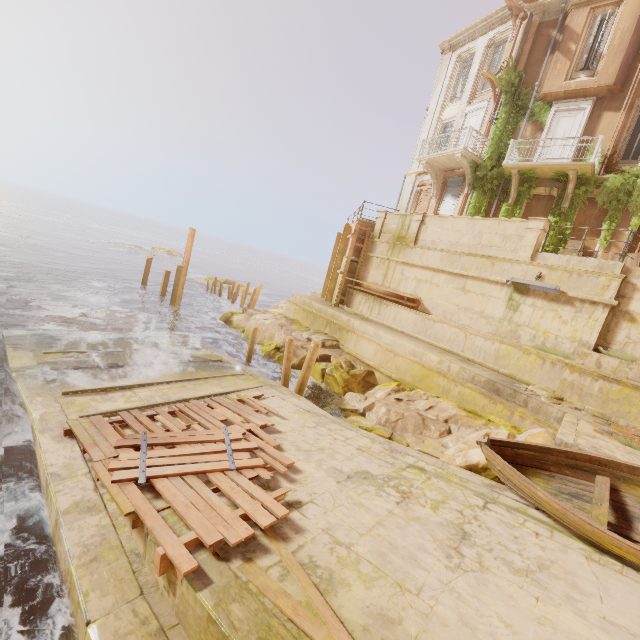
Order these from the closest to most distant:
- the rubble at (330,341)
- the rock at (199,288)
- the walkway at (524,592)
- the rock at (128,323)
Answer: the walkway at (524,592), the rock at (128,323), the rubble at (330,341), the rock at (199,288)

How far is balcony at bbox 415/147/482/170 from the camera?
17.06m

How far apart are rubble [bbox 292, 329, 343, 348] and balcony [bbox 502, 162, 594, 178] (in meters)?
11.69

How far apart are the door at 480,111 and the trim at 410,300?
9.7m

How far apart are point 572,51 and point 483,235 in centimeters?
1093cm

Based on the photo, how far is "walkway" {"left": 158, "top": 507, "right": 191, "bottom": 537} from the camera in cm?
446

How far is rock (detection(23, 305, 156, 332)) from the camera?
13.6 meters

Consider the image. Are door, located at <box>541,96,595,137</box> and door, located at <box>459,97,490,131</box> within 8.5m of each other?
yes
